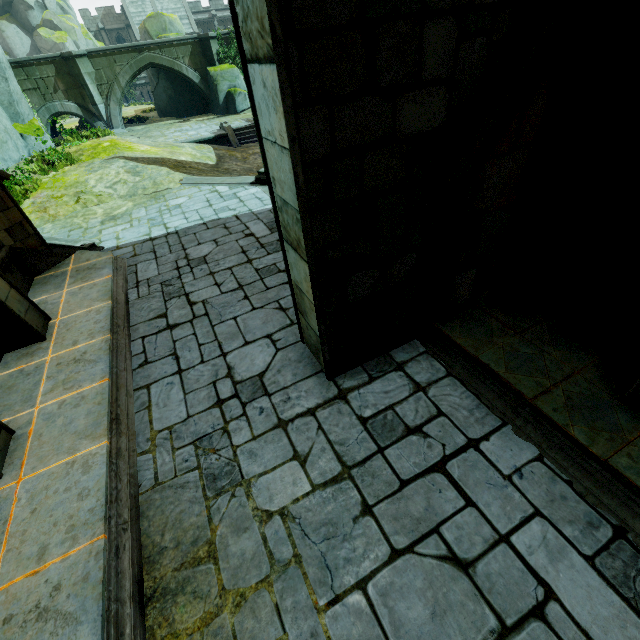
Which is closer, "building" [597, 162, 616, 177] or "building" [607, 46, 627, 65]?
"building" [607, 46, 627, 65]

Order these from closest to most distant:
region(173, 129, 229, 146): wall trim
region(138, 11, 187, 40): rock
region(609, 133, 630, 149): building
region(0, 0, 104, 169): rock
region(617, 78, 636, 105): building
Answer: region(617, 78, 636, 105): building
region(609, 133, 630, 149): building
region(0, 0, 104, 169): rock
region(173, 129, 229, 146): wall trim
region(138, 11, 187, 40): rock

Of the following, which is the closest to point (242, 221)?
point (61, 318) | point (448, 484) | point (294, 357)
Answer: point (61, 318)

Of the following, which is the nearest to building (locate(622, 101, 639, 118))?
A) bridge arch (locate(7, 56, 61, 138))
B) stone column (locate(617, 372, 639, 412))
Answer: stone column (locate(617, 372, 639, 412))

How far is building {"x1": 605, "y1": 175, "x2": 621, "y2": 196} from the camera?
5.2m

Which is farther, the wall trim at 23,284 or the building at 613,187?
the wall trim at 23,284

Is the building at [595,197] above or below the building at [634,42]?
below
